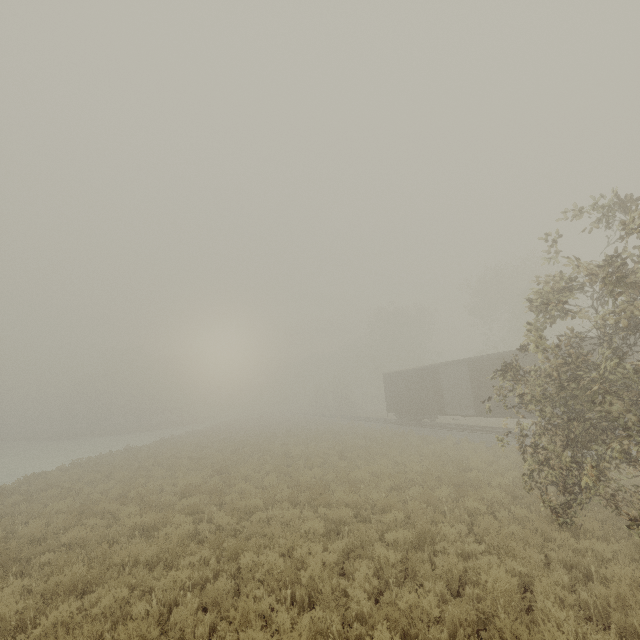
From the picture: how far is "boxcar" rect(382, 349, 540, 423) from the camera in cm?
1909

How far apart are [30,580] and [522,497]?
13.6 meters

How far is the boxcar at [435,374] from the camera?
19.09m
